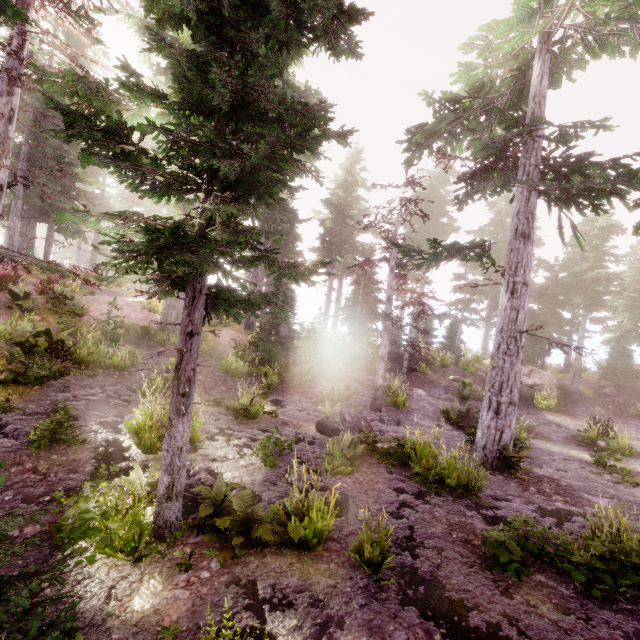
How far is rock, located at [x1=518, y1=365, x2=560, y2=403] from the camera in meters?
19.9 m

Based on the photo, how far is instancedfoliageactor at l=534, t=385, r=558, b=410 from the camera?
19.0 meters

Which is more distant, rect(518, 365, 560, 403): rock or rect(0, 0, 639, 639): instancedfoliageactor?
rect(518, 365, 560, 403): rock

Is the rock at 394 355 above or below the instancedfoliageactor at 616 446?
above

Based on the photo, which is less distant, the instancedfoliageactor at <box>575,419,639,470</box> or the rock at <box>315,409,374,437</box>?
the rock at <box>315,409,374,437</box>

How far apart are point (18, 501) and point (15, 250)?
20.6m

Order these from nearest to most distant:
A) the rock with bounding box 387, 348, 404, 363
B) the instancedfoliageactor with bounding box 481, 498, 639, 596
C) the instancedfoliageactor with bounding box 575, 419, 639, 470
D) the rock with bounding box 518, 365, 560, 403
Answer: the instancedfoliageactor with bounding box 481, 498, 639, 596 → the instancedfoliageactor with bounding box 575, 419, 639, 470 → the rock with bounding box 518, 365, 560, 403 → the rock with bounding box 387, 348, 404, 363

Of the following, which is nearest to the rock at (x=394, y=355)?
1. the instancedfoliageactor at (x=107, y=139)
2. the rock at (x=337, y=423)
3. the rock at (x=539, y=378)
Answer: the instancedfoliageactor at (x=107, y=139)
